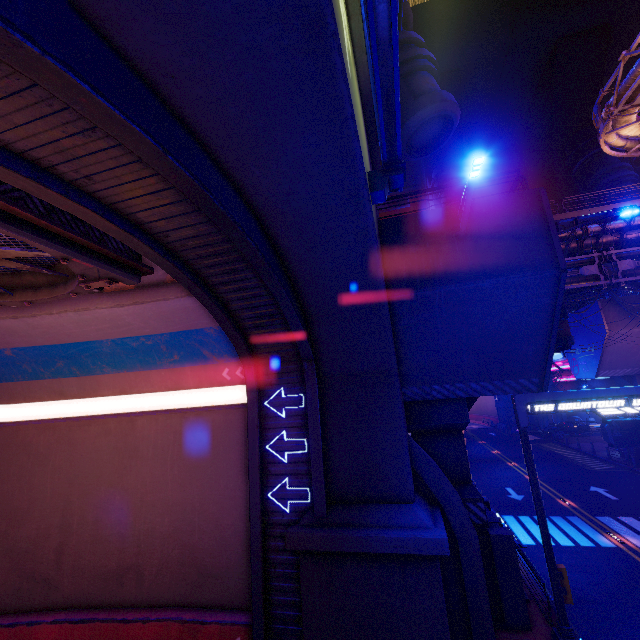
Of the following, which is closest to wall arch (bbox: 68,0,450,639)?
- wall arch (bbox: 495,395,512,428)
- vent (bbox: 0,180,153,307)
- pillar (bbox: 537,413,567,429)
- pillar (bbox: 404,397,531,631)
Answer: pillar (bbox: 404,397,531,631)

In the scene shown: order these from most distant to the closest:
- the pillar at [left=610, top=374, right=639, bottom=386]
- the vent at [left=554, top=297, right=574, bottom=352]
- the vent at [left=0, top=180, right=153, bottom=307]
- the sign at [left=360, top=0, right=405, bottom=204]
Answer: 1. the pillar at [left=610, top=374, right=639, bottom=386]
2. the vent at [left=554, top=297, right=574, bottom=352]
3. the vent at [left=0, top=180, right=153, bottom=307]
4. the sign at [left=360, top=0, right=405, bottom=204]

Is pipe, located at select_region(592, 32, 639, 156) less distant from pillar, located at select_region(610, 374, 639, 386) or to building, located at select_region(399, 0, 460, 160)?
pillar, located at select_region(610, 374, 639, 386)

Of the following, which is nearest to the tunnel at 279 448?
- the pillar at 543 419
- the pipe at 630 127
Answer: the pipe at 630 127

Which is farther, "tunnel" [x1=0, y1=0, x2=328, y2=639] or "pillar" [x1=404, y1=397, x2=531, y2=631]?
"pillar" [x1=404, y1=397, x2=531, y2=631]

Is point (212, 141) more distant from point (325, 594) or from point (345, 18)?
point (325, 594)

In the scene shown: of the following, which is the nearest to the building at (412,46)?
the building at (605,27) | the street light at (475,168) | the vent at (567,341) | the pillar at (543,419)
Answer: the street light at (475,168)

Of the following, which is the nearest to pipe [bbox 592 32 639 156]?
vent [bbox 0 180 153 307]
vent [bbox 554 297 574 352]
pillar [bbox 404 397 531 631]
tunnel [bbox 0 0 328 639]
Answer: vent [bbox 554 297 574 352]
